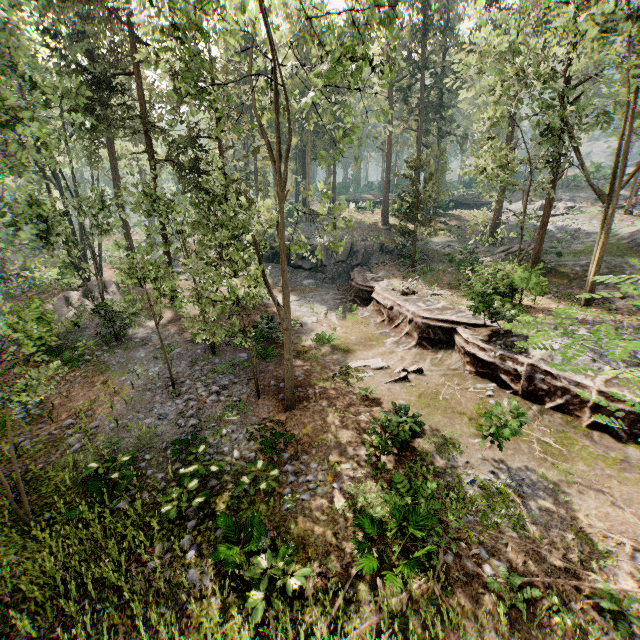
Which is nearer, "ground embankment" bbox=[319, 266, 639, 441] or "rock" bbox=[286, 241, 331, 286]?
"ground embankment" bbox=[319, 266, 639, 441]

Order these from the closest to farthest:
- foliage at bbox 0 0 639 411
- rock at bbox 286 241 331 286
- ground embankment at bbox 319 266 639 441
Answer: foliage at bbox 0 0 639 411 → ground embankment at bbox 319 266 639 441 → rock at bbox 286 241 331 286

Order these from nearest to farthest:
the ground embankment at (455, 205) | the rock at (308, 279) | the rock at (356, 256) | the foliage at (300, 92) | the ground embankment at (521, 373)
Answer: the foliage at (300, 92), the ground embankment at (521, 373), the rock at (308, 279), the rock at (356, 256), the ground embankment at (455, 205)

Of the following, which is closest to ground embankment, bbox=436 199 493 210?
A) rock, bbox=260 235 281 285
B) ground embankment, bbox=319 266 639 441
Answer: rock, bbox=260 235 281 285

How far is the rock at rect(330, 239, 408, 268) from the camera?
33.16m

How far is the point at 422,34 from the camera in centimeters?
3697cm

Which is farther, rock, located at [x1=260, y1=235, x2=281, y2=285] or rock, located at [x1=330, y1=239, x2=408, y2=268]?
rock, located at [x1=330, y1=239, x2=408, y2=268]

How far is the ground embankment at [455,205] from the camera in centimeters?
4638cm
